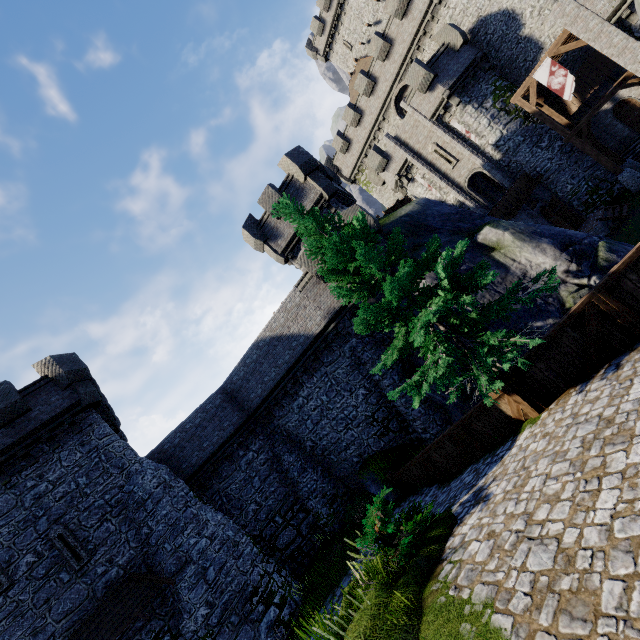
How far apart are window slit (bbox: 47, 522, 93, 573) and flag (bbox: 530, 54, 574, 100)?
34.6m

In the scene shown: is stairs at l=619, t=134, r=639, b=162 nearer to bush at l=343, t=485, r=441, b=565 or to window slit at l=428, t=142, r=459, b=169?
window slit at l=428, t=142, r=459, b=169

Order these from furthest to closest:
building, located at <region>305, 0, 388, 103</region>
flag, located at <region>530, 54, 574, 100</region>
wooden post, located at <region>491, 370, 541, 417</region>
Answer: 1. building, located at <region>305, 0, 388, 103</region>
2. flag, located at <region>530, 54, 574, 100</region>
3. wooden post, located at <region>491, 370, 541, 417</region>

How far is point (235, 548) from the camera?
14.9m

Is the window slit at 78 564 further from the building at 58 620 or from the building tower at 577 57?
the building tower at 577 57

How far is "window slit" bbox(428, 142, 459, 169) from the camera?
26.5m

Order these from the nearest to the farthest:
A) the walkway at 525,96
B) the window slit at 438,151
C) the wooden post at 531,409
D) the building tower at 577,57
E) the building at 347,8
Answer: the wooden post at 531,409 → the walkway at 525,96 → the building tower at 577,57 → the window slit at 438,151 → the building at 347,8

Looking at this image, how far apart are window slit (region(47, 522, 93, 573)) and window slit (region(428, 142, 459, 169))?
33.4 meters
